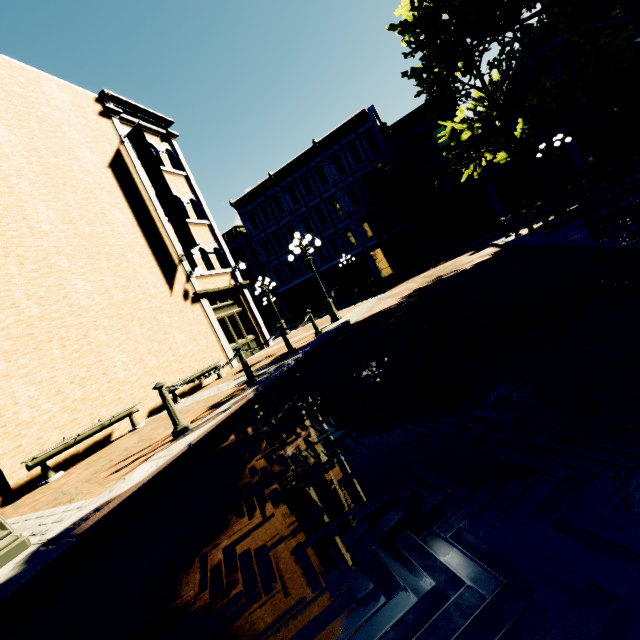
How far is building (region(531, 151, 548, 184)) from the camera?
22.34m

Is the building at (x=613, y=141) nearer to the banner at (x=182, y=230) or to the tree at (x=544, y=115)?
the tree at (x=544, y=115)

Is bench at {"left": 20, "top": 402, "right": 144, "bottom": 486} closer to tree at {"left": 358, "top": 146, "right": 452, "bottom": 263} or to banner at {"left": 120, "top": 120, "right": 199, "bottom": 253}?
tree at {"left": 358, "top": 146, "right": 452, "bottom": 263}

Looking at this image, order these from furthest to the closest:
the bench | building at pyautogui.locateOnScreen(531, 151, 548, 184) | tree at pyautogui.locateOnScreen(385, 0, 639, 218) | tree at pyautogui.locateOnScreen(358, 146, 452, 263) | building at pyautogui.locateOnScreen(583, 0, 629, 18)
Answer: tree at pyautogui.locateOnScreen(358, 146, 452, 263), building at pyautogui.locateOnScreen(531, 151, 548, 184), building at pyautogui.locateOnScreen(583, 0, 629, 18), the bench, tree at pyautogui.locateOnScreen(385, 0, 639, 218)

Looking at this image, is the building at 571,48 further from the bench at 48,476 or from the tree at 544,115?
the bench at 48,476

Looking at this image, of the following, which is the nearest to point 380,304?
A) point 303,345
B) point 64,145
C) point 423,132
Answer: point 303,345

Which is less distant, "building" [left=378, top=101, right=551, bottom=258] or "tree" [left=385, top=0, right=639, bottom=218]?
"tree" [left=385, top=0, right=639, bottom=218]

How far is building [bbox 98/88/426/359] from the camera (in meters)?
13.89
